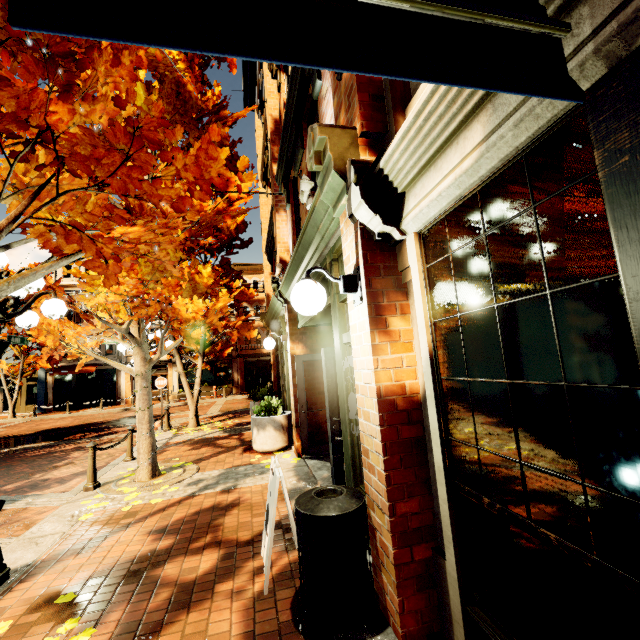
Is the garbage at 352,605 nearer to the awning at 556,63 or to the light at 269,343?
the awning at 556,63

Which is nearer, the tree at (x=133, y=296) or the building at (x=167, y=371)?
the tree at (x=133, y=296)

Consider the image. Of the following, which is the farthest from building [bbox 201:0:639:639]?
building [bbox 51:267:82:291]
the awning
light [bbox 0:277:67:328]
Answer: building [bbox 51:267:82:291]

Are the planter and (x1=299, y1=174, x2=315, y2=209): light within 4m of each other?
no

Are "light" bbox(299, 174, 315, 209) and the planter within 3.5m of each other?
no

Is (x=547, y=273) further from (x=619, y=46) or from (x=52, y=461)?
(x=52, y=461)

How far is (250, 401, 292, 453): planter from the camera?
7.6m

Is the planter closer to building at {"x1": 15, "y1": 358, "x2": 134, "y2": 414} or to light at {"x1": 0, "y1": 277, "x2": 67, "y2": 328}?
light at {"x1": 0, "y1": 277, "x2": 67, "y2": 328}
